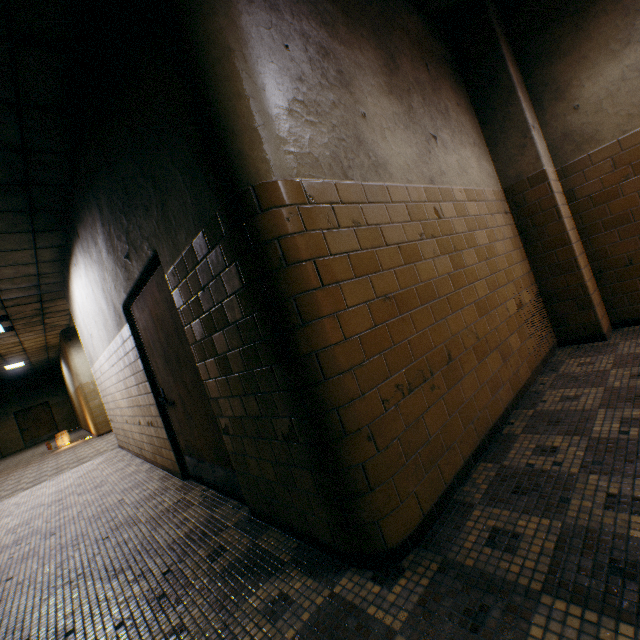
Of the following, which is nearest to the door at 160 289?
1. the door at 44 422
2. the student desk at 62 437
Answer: the student desk at 62 437

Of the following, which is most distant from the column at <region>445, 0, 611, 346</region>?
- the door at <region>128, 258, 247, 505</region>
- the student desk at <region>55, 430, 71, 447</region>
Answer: the student desk at <region>55, 430, 71, 447</region>

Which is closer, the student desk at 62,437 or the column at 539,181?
the column at 539,181

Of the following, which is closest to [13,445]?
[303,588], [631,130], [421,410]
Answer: [303,588]

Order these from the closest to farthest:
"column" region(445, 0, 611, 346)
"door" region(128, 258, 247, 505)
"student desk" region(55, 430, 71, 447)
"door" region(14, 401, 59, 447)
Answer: "door" region(128, 258, 247, 505), "column" region(445, 0, 611, 346), "student desk" region(55, 430, 71, 447), "door" region(14, 401, 59, 447)

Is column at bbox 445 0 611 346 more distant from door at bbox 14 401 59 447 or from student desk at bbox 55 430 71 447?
door at bbox 14 401 59 447

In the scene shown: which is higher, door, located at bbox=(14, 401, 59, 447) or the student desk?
door, located at bbox=(14, 401, 59, 447)

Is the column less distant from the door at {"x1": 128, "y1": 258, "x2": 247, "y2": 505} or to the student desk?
the door at {"x1": 128, "y1": 258, "x2": 247, "y2": 505}
